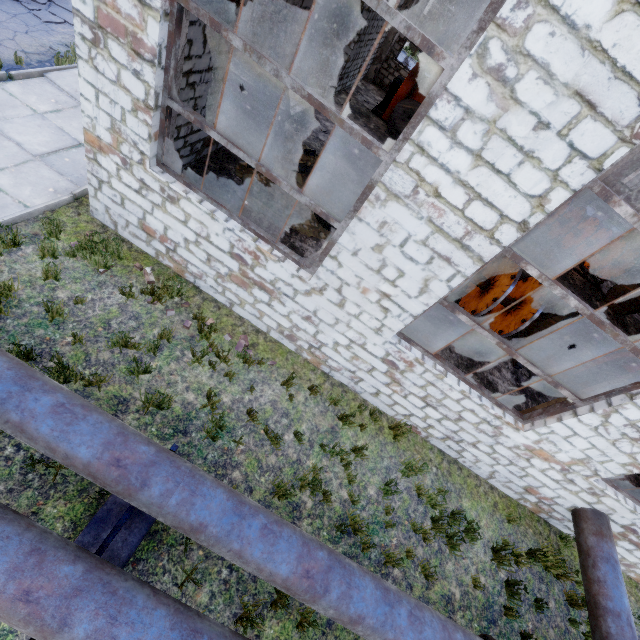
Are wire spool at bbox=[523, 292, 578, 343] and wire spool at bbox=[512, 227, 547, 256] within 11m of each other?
yes

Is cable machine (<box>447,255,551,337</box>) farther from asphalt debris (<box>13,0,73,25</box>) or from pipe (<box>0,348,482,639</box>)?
asphalt debris (<box>13,0,73,25</box>)

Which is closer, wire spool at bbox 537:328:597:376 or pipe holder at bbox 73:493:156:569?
pipe holder at bbox 73:493:156:569

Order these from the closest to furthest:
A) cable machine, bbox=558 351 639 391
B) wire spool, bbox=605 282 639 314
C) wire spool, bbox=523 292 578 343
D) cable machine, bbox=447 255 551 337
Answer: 1. cable machine, bbox=447 255 551 337
2. cable machine, bbox=558 351 639 391
3. wire spool, bbox=523 292 578 343
4. wire spool, bbox=605 282 639 314

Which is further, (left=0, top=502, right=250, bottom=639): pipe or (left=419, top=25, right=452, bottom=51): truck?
(left=419, top=25, right=452, bottom=51): truck

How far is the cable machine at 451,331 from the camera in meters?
8.3 m

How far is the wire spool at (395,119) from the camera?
13.88m

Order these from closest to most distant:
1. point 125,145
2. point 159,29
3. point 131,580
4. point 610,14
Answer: point 610,14
point 131,580
point 159,29
point 125,145
